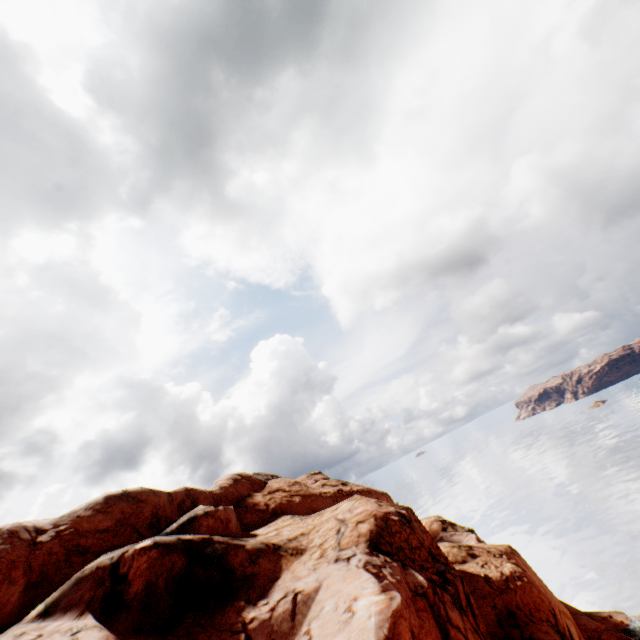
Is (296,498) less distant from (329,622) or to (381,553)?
(381,553)
